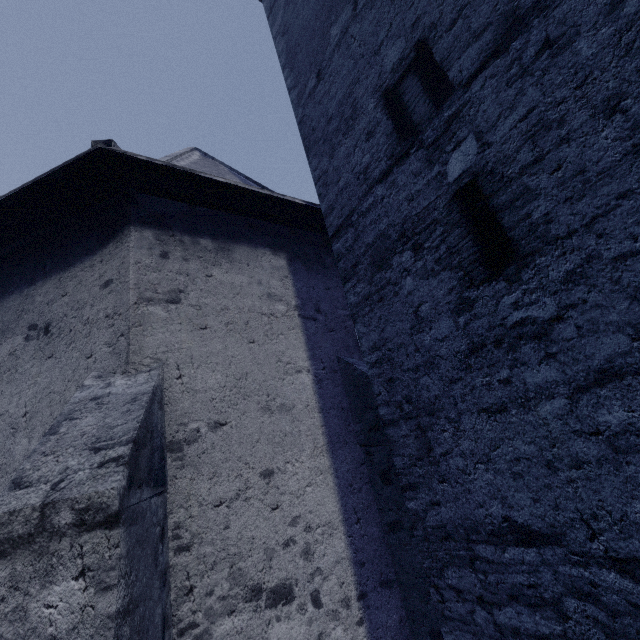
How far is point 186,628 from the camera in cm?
249
